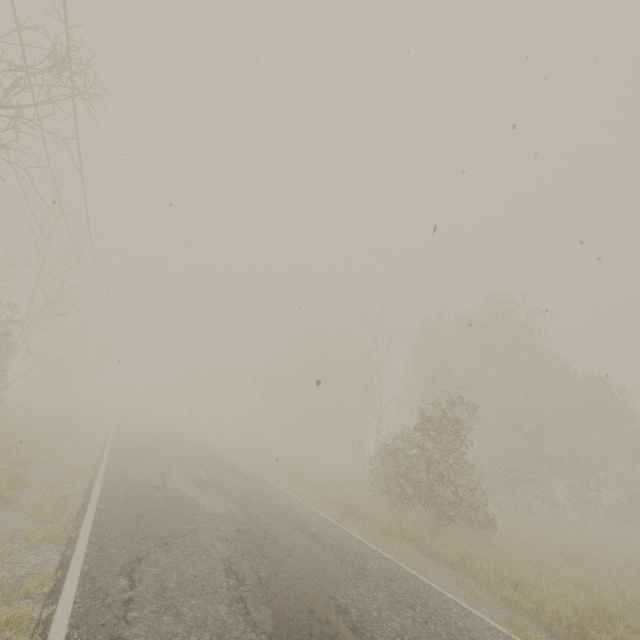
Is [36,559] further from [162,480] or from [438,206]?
[438,206]

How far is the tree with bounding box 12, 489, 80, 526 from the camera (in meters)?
6.85

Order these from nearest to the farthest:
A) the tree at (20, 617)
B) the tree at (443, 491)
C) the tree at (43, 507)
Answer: the tree at (20, 617)
the tree at (43, 507)
the tree at (443, 491)

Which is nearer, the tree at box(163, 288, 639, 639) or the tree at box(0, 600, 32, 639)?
the tree at box(0, 600, 32, 639)

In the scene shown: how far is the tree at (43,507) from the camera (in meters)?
6.85

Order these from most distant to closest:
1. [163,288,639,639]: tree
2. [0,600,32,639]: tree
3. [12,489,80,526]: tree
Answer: [163,288,639,639]: tree < [12,489,80,526]: tree < [0,600,32,639]: tree
